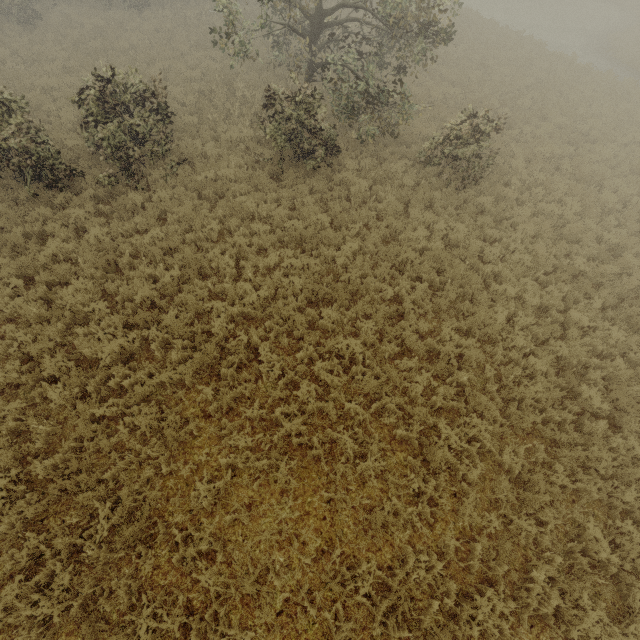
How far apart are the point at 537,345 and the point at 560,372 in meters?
0.9 m
